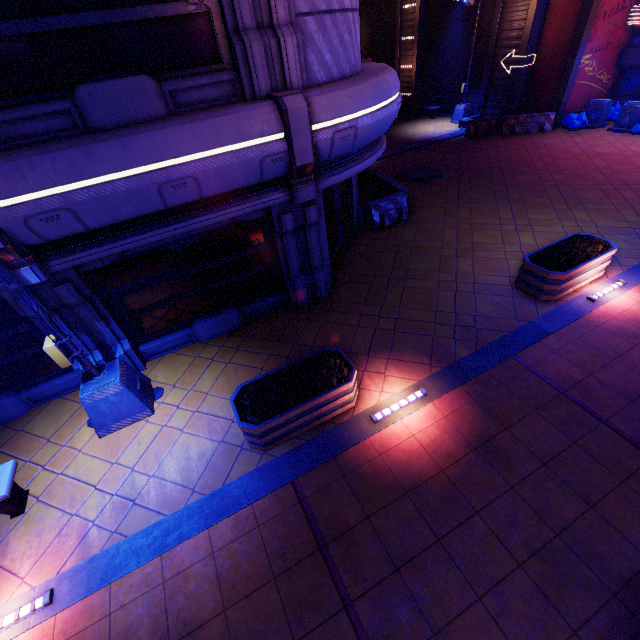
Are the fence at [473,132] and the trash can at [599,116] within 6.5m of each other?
yes

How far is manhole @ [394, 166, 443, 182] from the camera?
14.4m

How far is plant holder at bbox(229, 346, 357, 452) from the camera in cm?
530

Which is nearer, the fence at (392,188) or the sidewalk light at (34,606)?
the sidewalk light at (34,606)

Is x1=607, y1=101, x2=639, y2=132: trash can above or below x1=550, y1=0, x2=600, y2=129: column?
below

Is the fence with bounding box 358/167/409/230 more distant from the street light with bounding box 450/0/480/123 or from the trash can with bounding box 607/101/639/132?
the trash can with bounding box 607/101/639/132

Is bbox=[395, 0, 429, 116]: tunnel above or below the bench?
above

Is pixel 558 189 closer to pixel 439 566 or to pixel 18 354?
A: pixel 439 566
